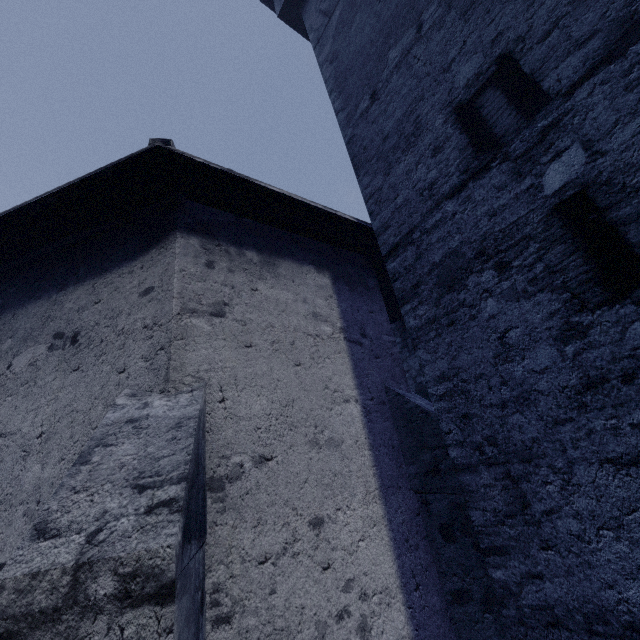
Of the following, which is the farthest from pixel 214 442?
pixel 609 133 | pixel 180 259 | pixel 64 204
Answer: pixel 609 133
